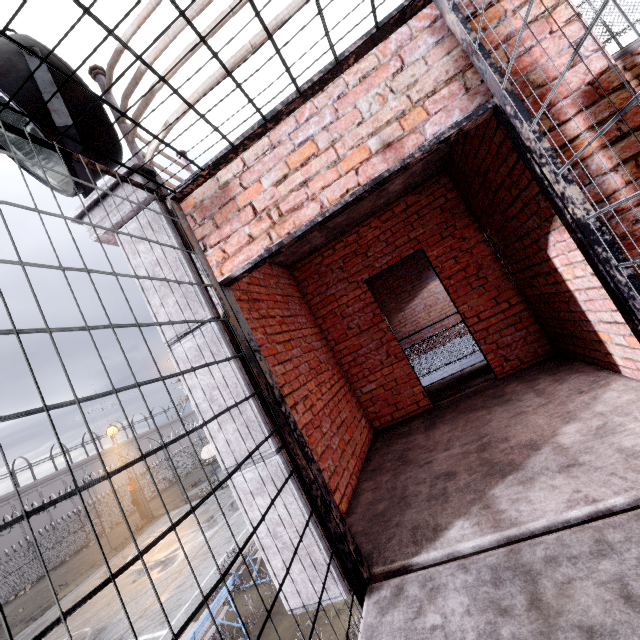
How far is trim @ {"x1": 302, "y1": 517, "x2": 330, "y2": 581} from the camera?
2.04m

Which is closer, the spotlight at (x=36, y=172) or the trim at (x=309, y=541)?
the trim at (x=309, y=541)

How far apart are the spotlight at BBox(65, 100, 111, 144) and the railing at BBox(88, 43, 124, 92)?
0.10m

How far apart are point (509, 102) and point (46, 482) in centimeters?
5114cm

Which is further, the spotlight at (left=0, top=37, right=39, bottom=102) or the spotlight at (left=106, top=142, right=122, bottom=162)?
the spotlight at (left=106, top=142, right=122, bottom=162)

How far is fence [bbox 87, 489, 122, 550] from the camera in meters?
24.8

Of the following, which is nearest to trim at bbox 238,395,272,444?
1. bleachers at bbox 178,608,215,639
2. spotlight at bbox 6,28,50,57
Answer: spotlight at bbox 6,28,50,57

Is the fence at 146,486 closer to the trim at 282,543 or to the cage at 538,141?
the trim at 282,543
